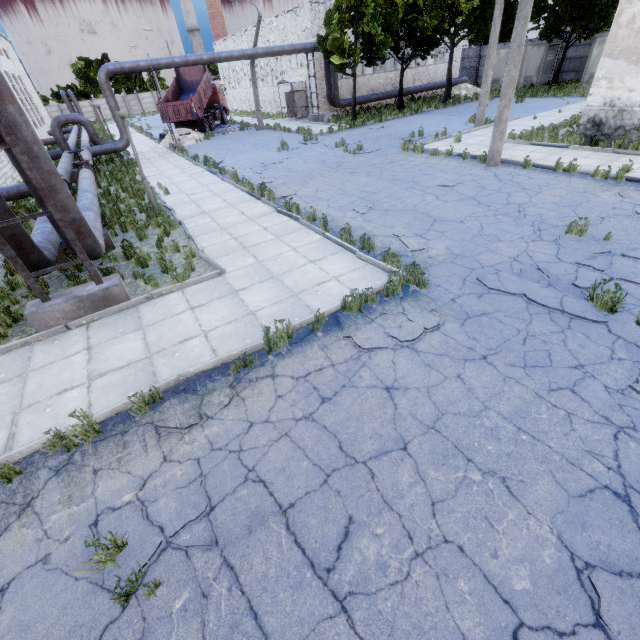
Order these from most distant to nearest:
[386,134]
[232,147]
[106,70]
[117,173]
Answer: [232,147] → [386,134] → [106,70] → [117,173]

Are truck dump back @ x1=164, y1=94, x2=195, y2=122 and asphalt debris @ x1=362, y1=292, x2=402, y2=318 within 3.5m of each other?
no

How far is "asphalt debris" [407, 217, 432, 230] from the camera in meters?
8.7

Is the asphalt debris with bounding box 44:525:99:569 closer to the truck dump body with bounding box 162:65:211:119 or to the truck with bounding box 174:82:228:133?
the truck dump body with bounding box 162:65:211:119

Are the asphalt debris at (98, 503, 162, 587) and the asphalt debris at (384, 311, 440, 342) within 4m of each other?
yes

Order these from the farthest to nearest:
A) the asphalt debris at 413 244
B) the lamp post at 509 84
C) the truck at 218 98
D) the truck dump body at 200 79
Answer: the truck at 218 98 < the truck dump body at 200 79 < the lamp post at 509 84 < the asphalt debris at 413 244

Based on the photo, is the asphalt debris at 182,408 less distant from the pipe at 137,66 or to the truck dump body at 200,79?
the pipe at 137,66

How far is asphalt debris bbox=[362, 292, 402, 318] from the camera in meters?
6.0 m
